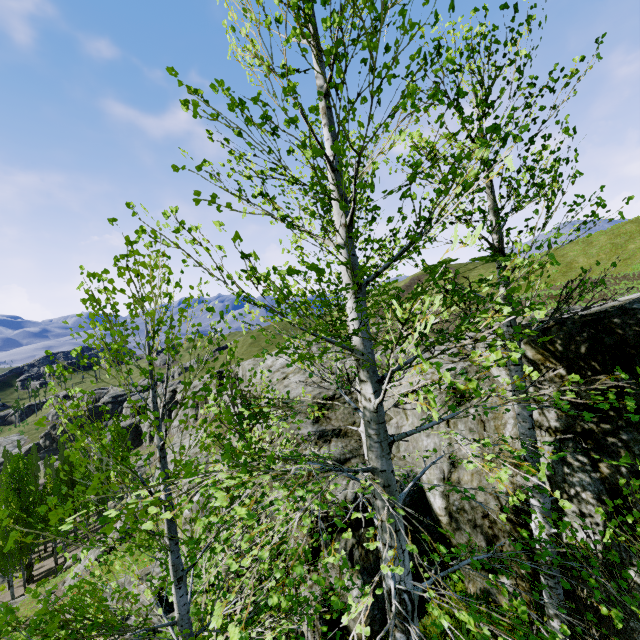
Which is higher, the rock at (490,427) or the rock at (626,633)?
the rock at (490,427)

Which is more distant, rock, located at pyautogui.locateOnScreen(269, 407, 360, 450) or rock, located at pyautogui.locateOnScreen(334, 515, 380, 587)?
rock, located at pyautogui.locateOnScreen(269, 407, 360, 450)

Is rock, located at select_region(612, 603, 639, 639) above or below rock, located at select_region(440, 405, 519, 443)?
below

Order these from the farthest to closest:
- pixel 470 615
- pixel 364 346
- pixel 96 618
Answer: pixel 96 618, pixel 364 346, pixel 470 615

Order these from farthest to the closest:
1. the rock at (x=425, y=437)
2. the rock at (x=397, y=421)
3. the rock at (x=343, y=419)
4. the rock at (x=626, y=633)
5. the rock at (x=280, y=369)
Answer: the rock at (x=280, y=369), the rock at (x=343, y=419), the rock at (x=397, y=421), the rock at (x=425, y=437), the rock at (x=626, y=633)

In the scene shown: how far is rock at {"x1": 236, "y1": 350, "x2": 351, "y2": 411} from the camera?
9.8 meters

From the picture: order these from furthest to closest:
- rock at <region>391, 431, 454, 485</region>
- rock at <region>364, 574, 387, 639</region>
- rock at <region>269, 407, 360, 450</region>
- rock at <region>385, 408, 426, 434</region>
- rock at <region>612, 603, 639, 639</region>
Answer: rock at <region>269, 407, 360, 450</region>
rock at <region>385, 408, 426, 434</region>
rock at <region>391, 431, 454, 485</region>
rock at <region>364, 574, 387, 639</region>
rock at <region>612, 603, 639, 639</region>
